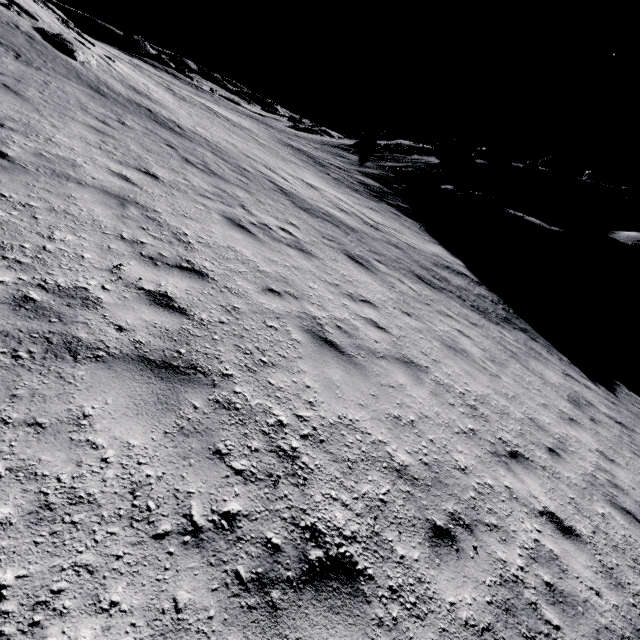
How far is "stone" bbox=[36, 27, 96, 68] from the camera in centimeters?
1221cm

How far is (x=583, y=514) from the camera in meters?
4.7

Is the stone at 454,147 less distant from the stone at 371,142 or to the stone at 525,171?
the stone at 525,171

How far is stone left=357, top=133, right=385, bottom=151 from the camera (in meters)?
51.72

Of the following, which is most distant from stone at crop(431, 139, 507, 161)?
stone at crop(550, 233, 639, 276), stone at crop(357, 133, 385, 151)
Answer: stone at crop(550, 233, 639, 276)

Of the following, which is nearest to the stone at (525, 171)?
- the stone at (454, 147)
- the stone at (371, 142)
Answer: the stone at (454, 147)

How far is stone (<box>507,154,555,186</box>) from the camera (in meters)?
39.31

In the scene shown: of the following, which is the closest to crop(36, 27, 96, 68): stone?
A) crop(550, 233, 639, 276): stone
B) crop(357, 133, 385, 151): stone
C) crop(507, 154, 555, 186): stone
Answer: crop(550, 233, 639, 276): stone
